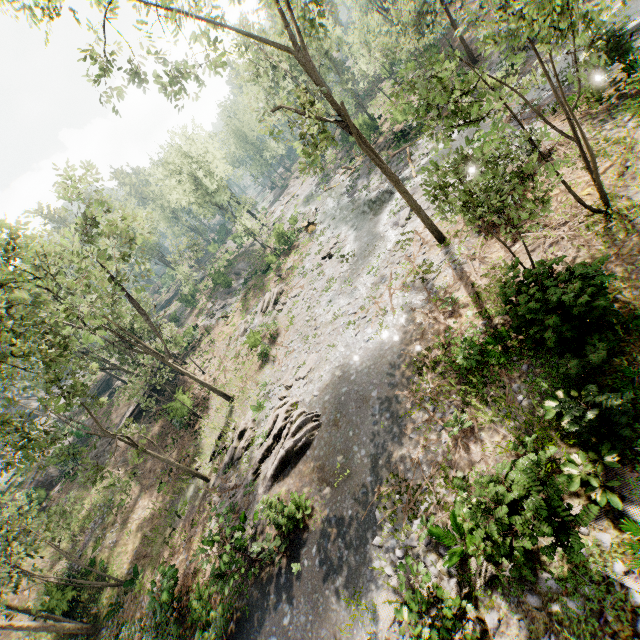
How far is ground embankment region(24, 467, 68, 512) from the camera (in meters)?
30.11

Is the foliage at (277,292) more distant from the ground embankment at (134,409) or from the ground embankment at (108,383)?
the ground embankment at (134,409)

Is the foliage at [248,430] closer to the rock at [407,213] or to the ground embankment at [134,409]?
the ground embankment at [134,409]

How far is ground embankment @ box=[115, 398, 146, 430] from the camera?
31.9m

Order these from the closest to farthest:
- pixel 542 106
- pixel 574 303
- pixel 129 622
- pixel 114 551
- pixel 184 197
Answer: pixel 574 303, pixel 129 622, pixel 542 106, pixel 114 551, pixel 184 197

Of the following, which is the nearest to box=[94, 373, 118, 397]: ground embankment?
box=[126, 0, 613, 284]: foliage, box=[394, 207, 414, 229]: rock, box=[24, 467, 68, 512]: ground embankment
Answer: box=[126, 0, 613, 284]: foliage

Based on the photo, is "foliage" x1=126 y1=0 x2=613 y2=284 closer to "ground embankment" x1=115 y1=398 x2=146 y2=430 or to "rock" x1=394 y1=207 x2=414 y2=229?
"ground embankment" x1=115 y1=398 x2=146 y2=430

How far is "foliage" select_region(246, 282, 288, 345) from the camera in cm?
2933
